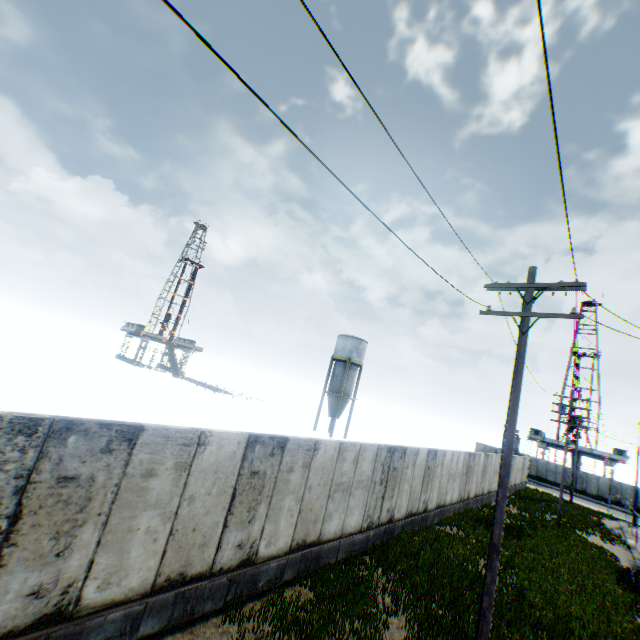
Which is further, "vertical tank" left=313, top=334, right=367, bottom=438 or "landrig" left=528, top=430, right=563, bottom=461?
"landrig" left=528, top=430, right=563, bottom=461

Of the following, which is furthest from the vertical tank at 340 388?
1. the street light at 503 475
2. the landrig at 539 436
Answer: the landrig at 539 436

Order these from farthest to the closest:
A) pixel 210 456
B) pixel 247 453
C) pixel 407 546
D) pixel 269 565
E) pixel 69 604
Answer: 1. pixel 407 546
2. pixel 269 565
3. pixel 247 453
4. pixel 210 456
5. pixel 69 604

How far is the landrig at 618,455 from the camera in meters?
51.8

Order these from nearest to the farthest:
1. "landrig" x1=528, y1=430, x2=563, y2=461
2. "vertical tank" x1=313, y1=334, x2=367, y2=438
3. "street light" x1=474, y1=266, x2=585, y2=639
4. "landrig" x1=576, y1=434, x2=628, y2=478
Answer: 1. "street light" x1=474, y1=266, x2=585, y2=639
2. "vertical tank" x1=313, y1=334, x2=367, y2=438
3. "landrig" x1=576, y1=434, x2=628, y2=478
4. "landrig" x1=528, y1=430, x2=563, y2=461

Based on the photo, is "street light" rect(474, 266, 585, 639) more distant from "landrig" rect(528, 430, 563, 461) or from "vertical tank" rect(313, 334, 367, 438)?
"landrig" rect(528, 430, 563, 461)
